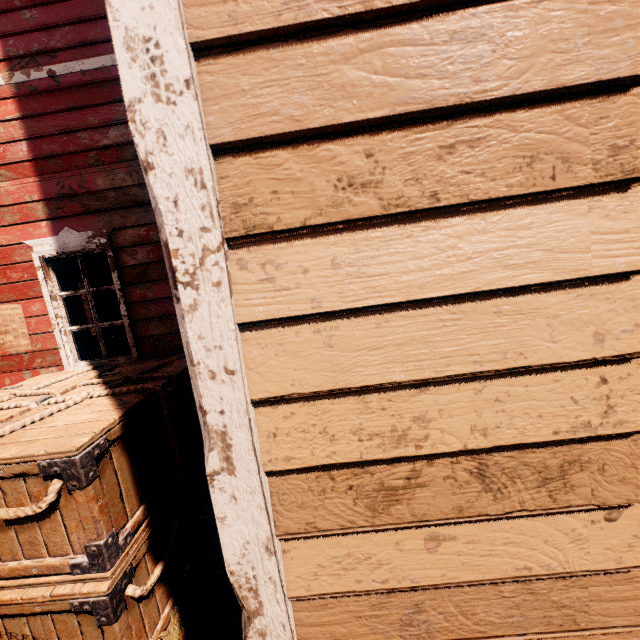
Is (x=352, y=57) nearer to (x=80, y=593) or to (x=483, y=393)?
(x=483, y=393)

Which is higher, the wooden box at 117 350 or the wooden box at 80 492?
the wooden box at 117 350

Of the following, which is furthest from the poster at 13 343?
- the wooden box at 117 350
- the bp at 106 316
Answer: the bp at 106 316

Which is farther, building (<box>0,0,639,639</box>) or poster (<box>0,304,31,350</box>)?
poster (<box>0,304,31,350</box>)

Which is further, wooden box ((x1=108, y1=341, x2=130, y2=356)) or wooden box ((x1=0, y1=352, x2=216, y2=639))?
wooden box ((x1=108, y1=341, x2=130, y2=356))

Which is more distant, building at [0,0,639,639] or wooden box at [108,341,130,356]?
wooden box at [108,341,130,356]

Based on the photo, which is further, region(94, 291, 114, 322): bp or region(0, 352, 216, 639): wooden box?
region(94, 291, 114, 322): bp

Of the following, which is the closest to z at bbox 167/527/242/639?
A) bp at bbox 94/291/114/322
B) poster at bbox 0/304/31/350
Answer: bp at bbox 94/291/114/322
